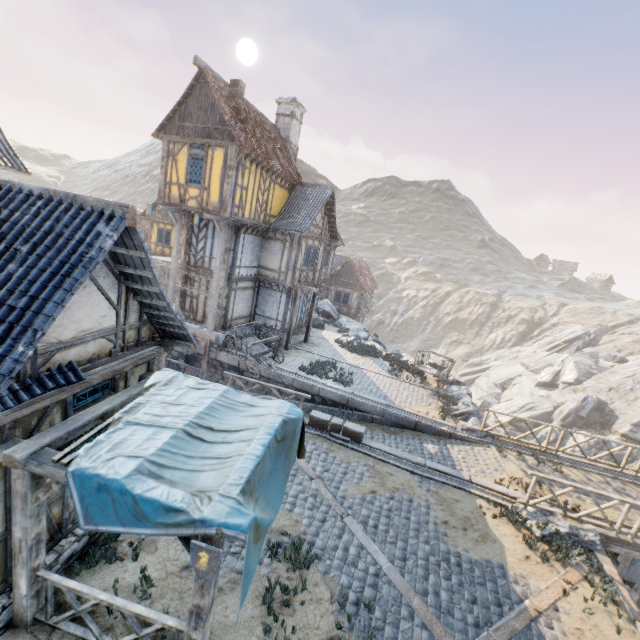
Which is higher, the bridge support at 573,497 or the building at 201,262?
the building at 201,262

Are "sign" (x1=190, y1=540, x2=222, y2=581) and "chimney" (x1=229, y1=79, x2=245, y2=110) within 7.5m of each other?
no

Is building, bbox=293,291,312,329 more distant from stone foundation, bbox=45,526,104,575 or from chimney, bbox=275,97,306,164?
stone foundation, bbox=45,526,104,575

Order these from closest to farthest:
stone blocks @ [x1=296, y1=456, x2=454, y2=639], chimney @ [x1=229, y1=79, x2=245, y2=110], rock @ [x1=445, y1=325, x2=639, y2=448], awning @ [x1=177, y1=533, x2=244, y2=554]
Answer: awning @ [x1=177, y1=533, x2=244, y2=554], stone blocks @ [x1=296, y1=456, x2=454, y2=639], chimney @ [x1=229, y1=79, x2=245, y2=110], rock @ [x1=445, y1=325, x2=639, y2=448]

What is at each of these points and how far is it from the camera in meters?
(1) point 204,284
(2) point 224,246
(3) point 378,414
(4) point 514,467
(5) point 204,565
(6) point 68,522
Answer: (1) building, 17.7 m
(2) wooden structure, 16.0 m
(3) stone blocks, 14.5 m
(4) bridge support, 11.8 m
(5) sign, 3.9 m
(6) building, 5.9 m

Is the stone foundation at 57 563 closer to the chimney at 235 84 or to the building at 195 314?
the building at 195 314

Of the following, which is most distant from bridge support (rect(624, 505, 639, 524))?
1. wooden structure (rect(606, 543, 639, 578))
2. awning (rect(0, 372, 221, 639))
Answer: awning (rect(0, 372, 221, 639))

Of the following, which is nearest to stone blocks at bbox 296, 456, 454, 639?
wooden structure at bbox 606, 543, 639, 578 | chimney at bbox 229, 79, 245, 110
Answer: wooden structure at bbox 606, 543, 639, 578
